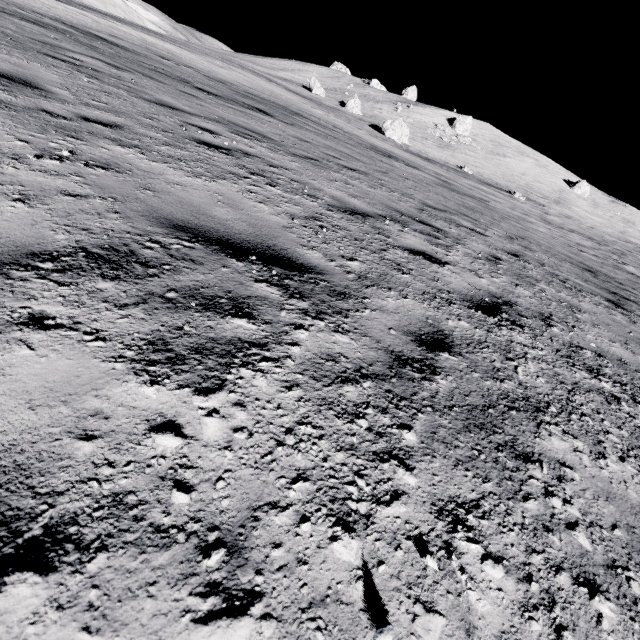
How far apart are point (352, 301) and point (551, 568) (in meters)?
1.60

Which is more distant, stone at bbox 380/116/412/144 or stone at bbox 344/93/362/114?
stone at bbox 344/93/362/114

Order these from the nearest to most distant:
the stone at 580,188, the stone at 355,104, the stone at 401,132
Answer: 1. the stone at 401,132
2. the stone at 355,104
3. the stone at 580,188

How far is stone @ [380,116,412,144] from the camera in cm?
3659

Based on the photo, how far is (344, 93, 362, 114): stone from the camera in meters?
45.9 m

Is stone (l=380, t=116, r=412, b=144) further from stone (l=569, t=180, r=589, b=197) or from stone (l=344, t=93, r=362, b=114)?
stone (l=569, t=180, r=589, b=197)

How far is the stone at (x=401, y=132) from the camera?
36.59m

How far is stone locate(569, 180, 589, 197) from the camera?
57.5 meters
